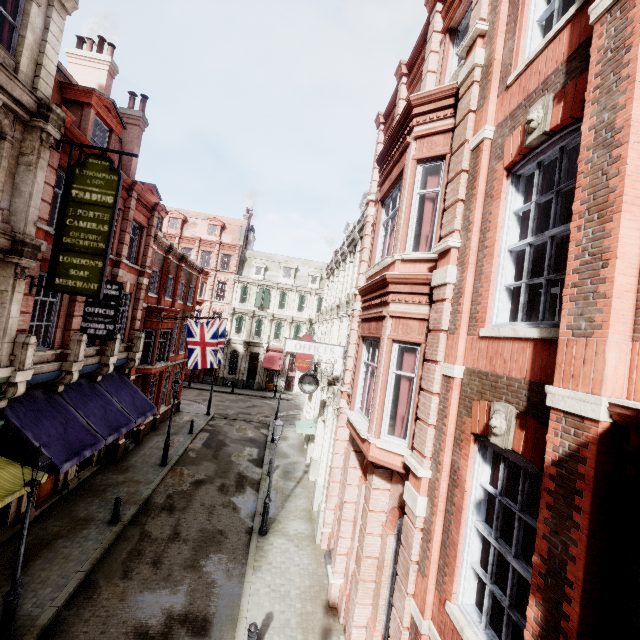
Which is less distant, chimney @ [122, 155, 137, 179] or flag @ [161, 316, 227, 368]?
chimney @ [122, 155, 137, 179]

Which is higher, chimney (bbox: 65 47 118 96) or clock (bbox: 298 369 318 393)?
chimney (bbox: 65 47 118 96)

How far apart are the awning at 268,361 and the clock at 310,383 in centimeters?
2375cm

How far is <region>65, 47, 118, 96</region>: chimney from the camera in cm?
1688

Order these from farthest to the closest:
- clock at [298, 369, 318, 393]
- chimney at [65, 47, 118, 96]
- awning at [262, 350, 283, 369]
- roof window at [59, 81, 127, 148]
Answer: awning at [262, 350, 283, 369] < chimney at [65, 47, 118, 96] < clock at [298, 369, 318, 393] < roof window at [59, 81, 127, 148]

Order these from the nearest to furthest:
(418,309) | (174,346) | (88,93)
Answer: (418,309) → (88,93) → (174,346)

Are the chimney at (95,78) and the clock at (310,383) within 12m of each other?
no

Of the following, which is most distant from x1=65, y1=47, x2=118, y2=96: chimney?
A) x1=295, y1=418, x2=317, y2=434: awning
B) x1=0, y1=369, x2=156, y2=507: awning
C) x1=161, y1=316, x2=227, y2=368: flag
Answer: x1=295, y1=418, x2=317, y2=434: awning
